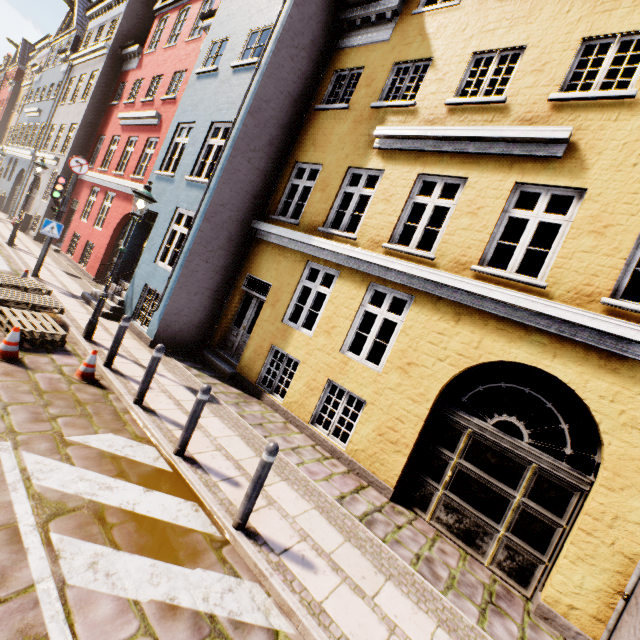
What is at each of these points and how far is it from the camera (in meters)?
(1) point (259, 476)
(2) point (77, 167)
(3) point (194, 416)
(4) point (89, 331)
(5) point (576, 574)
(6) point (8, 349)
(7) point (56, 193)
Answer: (1) bollard, 3.79
(2) sign, 10.32
(3) bollard, 4.66
(4) street light, 7.34
(5) building, 4.55
(6) traffic cone, 5.39
(7) traffic light, 10.12

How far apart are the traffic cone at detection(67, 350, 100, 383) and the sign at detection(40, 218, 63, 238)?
6.88m

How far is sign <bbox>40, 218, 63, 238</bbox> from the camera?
10.05m

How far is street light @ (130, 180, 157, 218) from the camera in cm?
709

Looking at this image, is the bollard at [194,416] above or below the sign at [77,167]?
below

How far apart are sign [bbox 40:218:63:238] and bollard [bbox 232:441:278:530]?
11.0 meters

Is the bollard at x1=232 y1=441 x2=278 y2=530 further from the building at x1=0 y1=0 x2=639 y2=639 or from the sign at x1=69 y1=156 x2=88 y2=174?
the sign at x1=69 y1=156 x2=88 y2=174

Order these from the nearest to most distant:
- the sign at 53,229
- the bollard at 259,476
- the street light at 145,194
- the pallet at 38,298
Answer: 1. the bollard at 259,476
2. the pallet at 38,298
3. the street light at 145,194
4. the sign at 53,229
